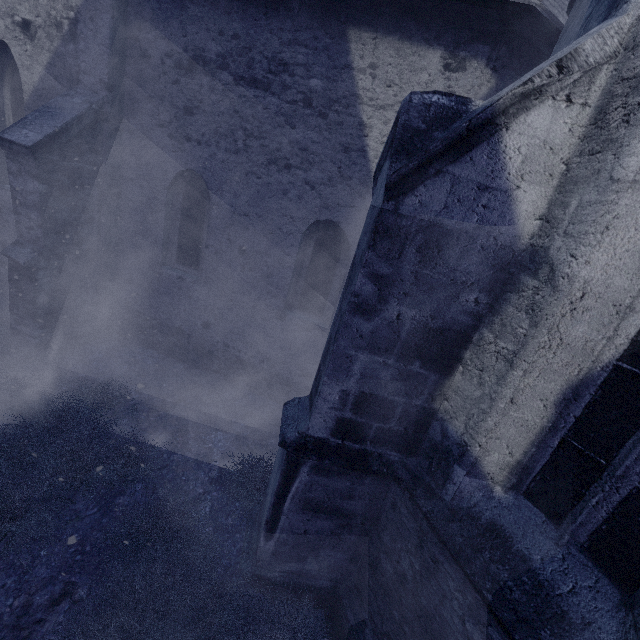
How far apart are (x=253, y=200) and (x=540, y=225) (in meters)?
4.88
